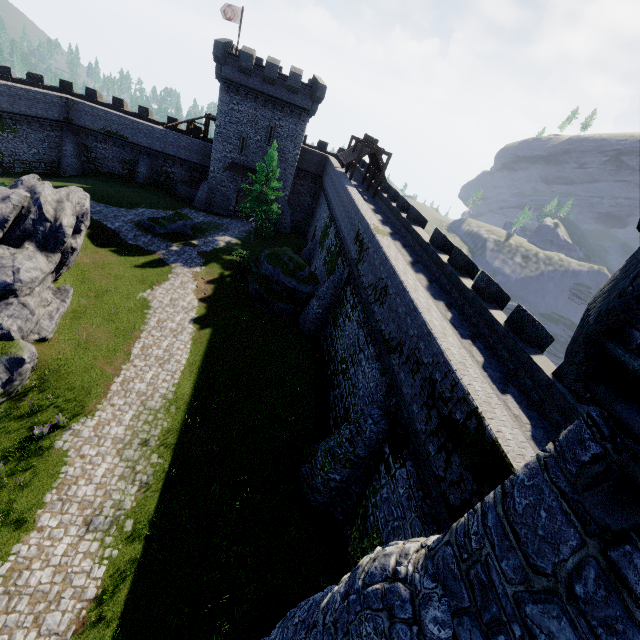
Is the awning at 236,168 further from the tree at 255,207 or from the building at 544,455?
the building at 544,455

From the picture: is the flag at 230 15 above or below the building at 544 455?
above

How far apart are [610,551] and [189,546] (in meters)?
13.79

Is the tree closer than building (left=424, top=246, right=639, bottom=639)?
No

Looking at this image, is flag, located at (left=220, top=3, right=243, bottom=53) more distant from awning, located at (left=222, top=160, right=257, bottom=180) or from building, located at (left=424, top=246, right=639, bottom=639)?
building, located at (left=424, top=246, right=639, bottom=639)

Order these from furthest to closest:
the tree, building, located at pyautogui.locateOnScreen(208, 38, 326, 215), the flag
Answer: the flag < building, located at pyautogui.locateOnScreen(208, 38, 326, 215) < the tree

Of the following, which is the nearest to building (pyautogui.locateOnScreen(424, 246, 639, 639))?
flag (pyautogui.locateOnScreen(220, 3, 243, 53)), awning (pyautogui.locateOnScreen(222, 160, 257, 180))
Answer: awning (pyautogui.locateOnScreen(222, 160, 257, 180))

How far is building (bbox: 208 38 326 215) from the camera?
33.1 meters
